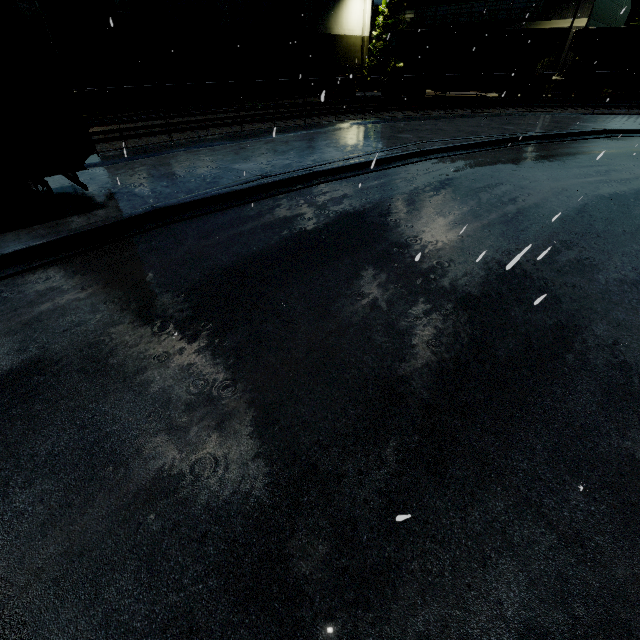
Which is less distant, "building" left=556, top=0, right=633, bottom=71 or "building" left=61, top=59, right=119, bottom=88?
"building" left=61, top=59, right=119, bottom=88

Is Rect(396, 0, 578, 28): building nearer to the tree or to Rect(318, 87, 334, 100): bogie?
the tree

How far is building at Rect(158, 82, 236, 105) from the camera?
25.3m

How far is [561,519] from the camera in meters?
2.7 m

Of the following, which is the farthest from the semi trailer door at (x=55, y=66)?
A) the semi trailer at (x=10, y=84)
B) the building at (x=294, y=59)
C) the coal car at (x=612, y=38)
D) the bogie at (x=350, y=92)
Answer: the bogie at (x=350, y=92)

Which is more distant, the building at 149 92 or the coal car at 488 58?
the building at 149 92

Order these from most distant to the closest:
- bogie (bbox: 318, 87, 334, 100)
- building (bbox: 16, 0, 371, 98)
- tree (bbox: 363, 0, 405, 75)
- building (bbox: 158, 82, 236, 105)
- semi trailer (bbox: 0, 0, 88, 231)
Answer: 1. tree (bbox: 363, 0, 405, 75)
2. building (bbox: 158, 82, 236, 105)
3. building (bbox: 16, 0, 371, 98)
4. semi trailer (bbox: 0, 0, 88, 231)
5. bogie (bbox: 318, 87, 334, 100)
